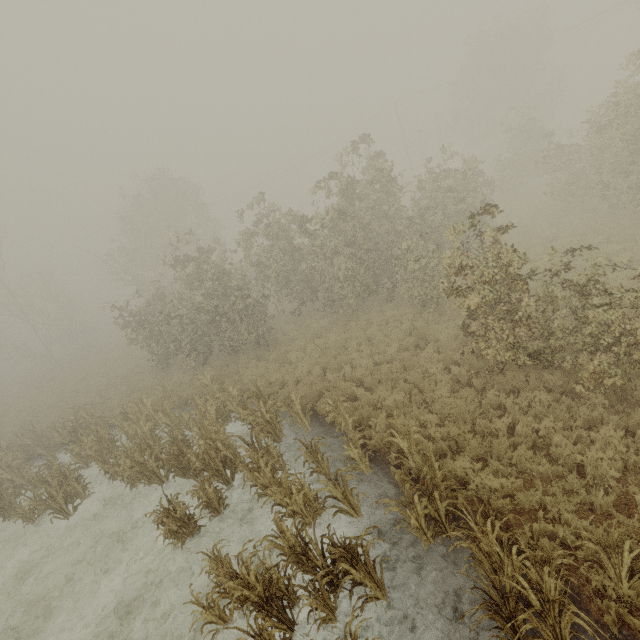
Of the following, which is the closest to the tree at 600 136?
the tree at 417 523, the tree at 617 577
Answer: the tree at 617 577

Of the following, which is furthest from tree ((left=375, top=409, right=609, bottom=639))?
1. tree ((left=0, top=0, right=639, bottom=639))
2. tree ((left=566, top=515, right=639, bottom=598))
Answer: tree ((left=0, top=0, right=639, bottom=639))

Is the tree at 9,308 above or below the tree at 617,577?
above

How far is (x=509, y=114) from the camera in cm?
3647

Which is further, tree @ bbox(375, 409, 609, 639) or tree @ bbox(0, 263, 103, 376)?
tree @ bbox(0, 263, 103, 376)

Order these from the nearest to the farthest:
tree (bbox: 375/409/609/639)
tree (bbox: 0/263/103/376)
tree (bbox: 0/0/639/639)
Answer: tree (bbox: 375/409/609/639) < tree (bbox: 0/0/639/639) < tree (bbox: 0/263/103/376)
